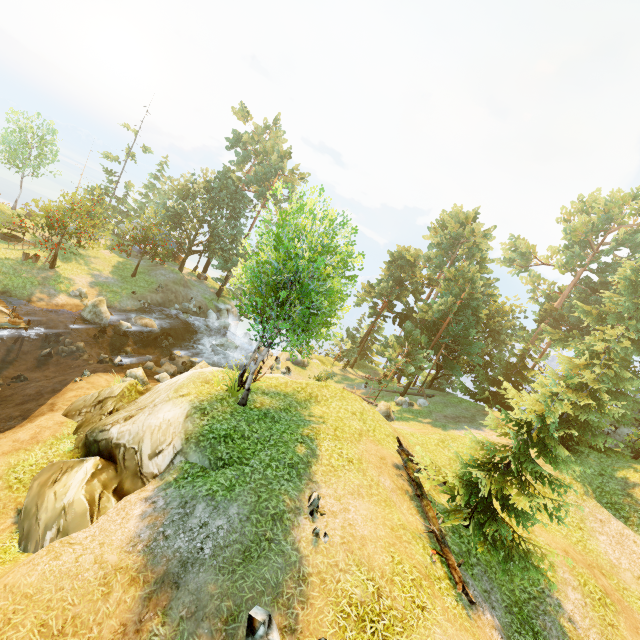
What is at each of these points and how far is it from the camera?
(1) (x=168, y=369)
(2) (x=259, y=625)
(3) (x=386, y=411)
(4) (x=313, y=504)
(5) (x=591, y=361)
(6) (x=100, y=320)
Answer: (1) rock, 25.38m
(2) rock, 6.34m
(3) rock, 24.61m
(4) rock, 9.38m
(5) tree, 22.69m
(6) rock, 26.06m

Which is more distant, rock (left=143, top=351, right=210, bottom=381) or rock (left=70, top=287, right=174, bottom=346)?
rock (left=70, top=287, right=174, bottom=346)

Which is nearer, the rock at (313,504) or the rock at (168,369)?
the rock at (313,504)

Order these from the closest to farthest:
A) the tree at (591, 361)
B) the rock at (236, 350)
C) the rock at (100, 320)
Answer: the tree at (591, 361) → the rock at (100, 320) → the rock at (236, 350)

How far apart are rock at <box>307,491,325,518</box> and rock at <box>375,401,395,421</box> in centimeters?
1575cm

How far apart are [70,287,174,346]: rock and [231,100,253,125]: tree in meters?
30.8 m

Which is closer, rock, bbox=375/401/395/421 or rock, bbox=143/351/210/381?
rock, bbox=143/351/210/381

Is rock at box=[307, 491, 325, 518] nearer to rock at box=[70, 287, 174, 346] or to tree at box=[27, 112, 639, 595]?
tree at box=[27, 112, 639, 595]
